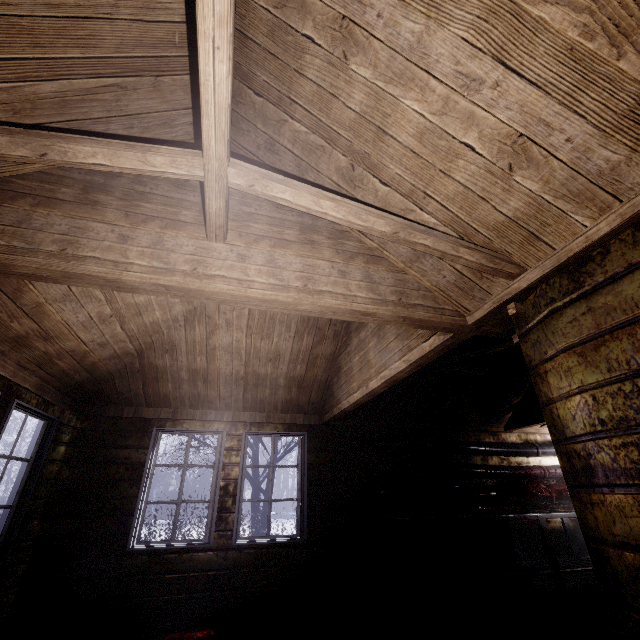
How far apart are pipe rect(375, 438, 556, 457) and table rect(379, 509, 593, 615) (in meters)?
0.75

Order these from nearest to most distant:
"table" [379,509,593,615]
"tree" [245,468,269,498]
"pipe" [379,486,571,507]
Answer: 1. "table" [379,509,593,615]
2. "pipe" [379,486,571,507]
3. "tree" [245,468,269,498]

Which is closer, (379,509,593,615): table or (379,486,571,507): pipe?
(379,509,593,615): table

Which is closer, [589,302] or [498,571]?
[589,302]

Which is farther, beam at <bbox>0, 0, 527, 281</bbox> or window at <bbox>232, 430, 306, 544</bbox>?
window at <bbox>232, 430, 306, 544</bbox>

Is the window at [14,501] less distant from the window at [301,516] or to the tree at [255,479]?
the tree at [255,479]

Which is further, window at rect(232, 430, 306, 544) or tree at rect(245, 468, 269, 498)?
tree at rect(245, 468, 269, 498)

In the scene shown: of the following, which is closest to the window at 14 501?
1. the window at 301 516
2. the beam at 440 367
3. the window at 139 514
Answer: the window at 139 514
